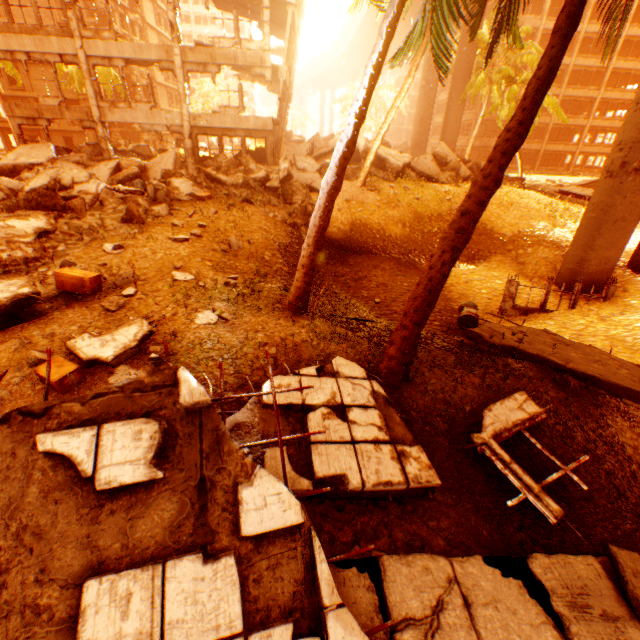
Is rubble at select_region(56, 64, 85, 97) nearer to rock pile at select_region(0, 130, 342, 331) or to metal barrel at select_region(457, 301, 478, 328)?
rock pile at select_region(0, 130, 342, 331)

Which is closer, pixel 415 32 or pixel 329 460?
pixel 329 460

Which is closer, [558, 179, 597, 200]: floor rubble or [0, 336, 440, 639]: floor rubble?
[0, 336, 440, 639]: floor rubble

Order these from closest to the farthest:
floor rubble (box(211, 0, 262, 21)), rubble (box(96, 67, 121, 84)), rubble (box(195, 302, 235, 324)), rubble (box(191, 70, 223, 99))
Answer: rubble (box(195, 302, 235, 324)) < floor rubble (box(211, 0, 262, 21)) < rubble (box(96, 67, 121, 84)) < rubble (box(191, 70, 223, 99))

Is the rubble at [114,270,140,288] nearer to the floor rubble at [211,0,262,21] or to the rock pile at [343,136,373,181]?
the rock pile at [343,136,373,181]

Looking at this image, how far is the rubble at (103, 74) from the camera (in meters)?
28.46

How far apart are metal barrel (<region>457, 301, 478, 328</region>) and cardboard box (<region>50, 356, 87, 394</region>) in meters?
8.1

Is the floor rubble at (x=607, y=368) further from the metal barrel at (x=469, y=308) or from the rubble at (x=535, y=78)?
the rubble at (x=535, y=78)
